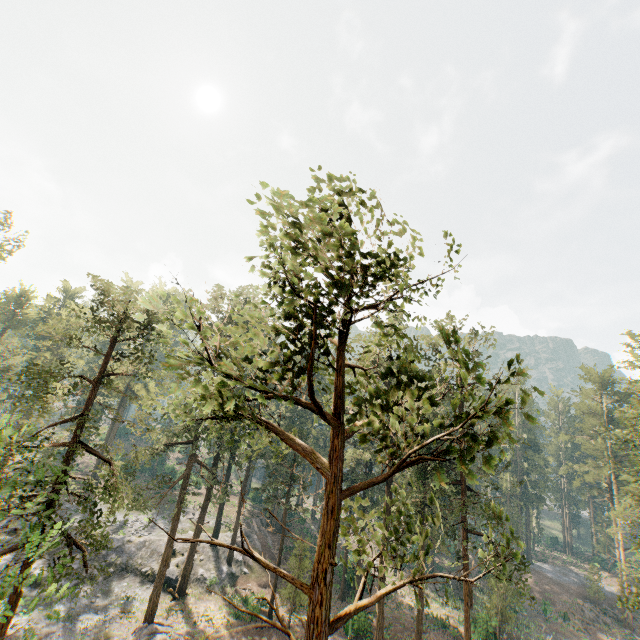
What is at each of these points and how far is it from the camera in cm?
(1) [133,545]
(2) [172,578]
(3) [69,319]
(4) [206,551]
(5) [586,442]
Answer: (1) rock, 3494
(2) rock, 3266
(3) foliage, 4897
(4) rock, 3828
(5) foliage, 5159

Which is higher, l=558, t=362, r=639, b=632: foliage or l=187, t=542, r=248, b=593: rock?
l=558, t=362, r=639, b=632: foliage

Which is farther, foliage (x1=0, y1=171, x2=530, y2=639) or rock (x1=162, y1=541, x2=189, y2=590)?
rock (x1=162, y1=541, x2=189, y2=590)

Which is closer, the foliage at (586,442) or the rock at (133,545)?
the foliage at (586,442)

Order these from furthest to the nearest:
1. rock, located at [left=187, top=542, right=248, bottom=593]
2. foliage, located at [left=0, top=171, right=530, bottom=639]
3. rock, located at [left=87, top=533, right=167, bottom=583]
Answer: rock, located at [left=187, top=542, right=248, bottom=593], rock, located at [left=87, top=533, right=167, bottom=583], foliage, located at [left=0, top=171, right=530, bottom=639]

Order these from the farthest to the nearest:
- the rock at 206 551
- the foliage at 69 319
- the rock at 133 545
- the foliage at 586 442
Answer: the rock at 206 551 → the rock at 133 545 → the foliage at 586 442 → the foliage at 69 319

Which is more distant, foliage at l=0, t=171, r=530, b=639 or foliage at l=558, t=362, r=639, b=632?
foliage at l=558, t=362, r=639, b=632
